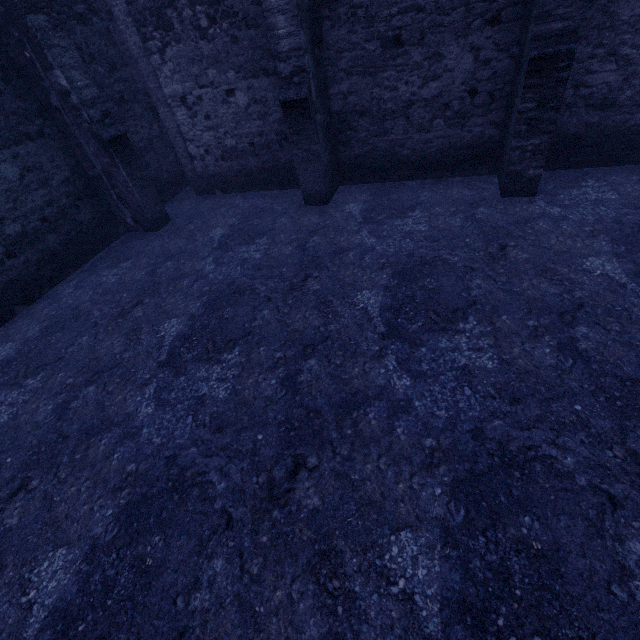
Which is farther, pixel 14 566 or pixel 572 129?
pixel 572 129
